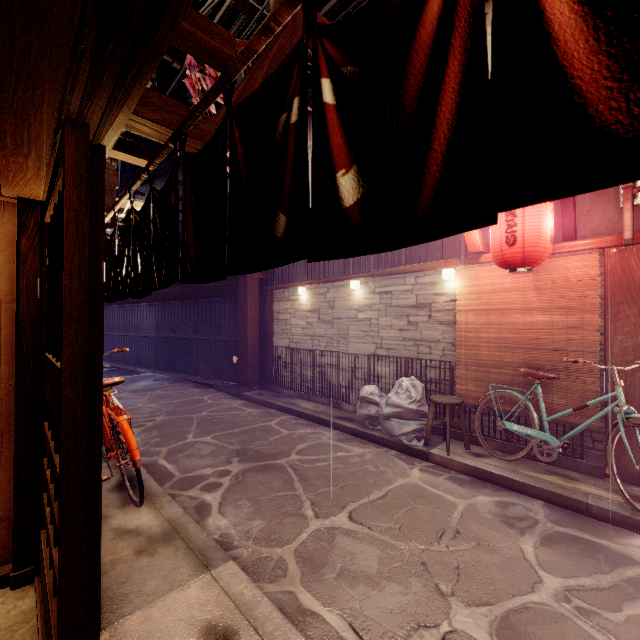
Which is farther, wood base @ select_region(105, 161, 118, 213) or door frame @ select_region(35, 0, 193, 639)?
wood base @ select_region(105, 161, 118, 213)

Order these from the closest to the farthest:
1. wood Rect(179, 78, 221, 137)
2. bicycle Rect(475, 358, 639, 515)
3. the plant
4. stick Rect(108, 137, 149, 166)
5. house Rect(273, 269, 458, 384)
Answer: wood Rect(179, 78, 221, 137) → the plant → stick Rect(108, 137, 149, 166) → bicycle Rect(475, 358, 639, 515) → house Rect(273, 269, 458, 384)

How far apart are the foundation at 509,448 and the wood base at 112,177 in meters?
9.7

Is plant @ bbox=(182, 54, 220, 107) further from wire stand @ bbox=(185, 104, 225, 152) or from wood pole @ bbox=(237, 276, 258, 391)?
wood pole @ bbox=(237, 276, 258, 391)

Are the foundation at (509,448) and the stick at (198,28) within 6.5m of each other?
no

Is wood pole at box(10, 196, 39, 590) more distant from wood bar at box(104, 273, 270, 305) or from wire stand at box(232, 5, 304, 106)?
wood bar at box(104, 273, 270, 305)

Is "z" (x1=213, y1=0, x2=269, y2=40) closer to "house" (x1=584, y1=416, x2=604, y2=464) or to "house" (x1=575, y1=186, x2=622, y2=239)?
"house" (x1=575, y1=186, x2=622, y2=239)

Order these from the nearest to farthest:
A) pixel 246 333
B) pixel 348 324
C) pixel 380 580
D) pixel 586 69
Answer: pixel 586 69 → pixel 380 580 → pixel 348 324 → pixel 246 333
